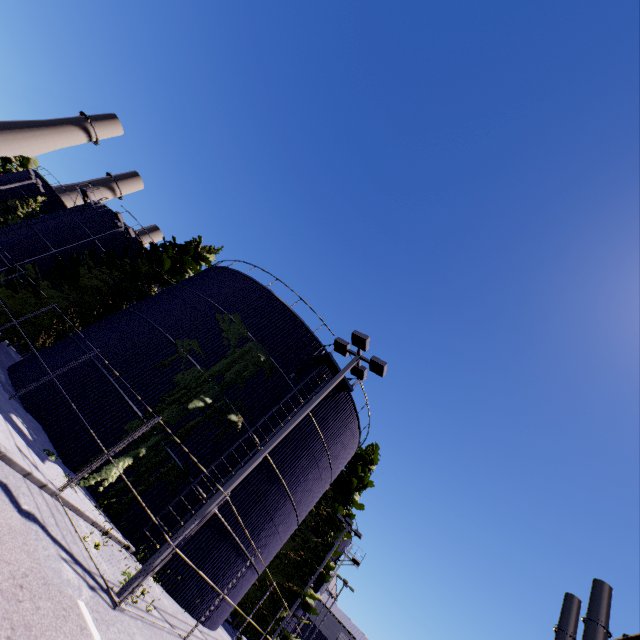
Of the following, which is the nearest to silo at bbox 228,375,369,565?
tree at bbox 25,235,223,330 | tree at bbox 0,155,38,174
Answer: tree at bbox 25,235,223,330

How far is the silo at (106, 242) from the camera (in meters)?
27.22

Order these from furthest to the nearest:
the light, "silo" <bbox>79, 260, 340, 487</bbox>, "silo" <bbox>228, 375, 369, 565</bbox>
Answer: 1. "silo" <bbox>228, 375, 369, 565</bbox>
2. "silo" <bbox>79, 260, 340, 487</bbox>
3. the light

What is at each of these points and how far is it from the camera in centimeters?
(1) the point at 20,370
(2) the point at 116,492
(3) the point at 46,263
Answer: (1) silo, 1511cm
(2) tree, 1219cm
(3) silo, 2606cm

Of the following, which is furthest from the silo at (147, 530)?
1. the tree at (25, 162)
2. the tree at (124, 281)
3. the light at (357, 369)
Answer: the light at (357, 369)

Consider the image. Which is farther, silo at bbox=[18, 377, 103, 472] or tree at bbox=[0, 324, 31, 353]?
tree at bbox=[0, 324, 31, 353]

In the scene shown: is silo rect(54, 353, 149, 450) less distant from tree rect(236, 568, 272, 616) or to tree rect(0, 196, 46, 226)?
tree rect(236, 568, 272, 616)
